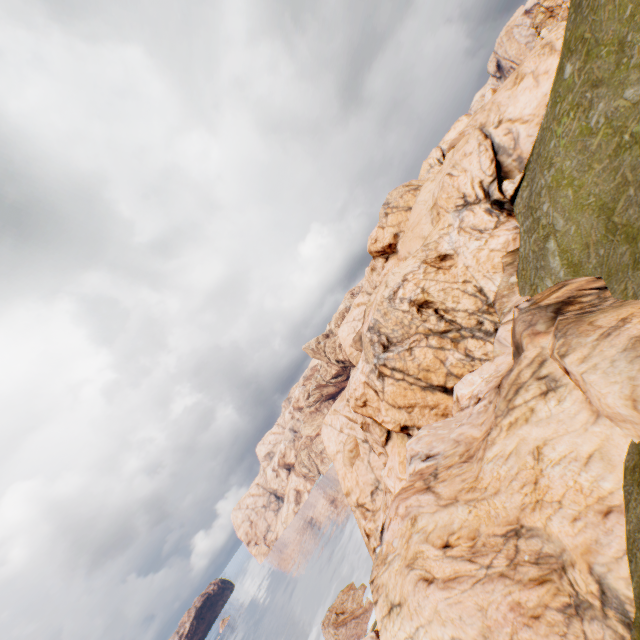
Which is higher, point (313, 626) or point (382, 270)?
point (382, 270)
